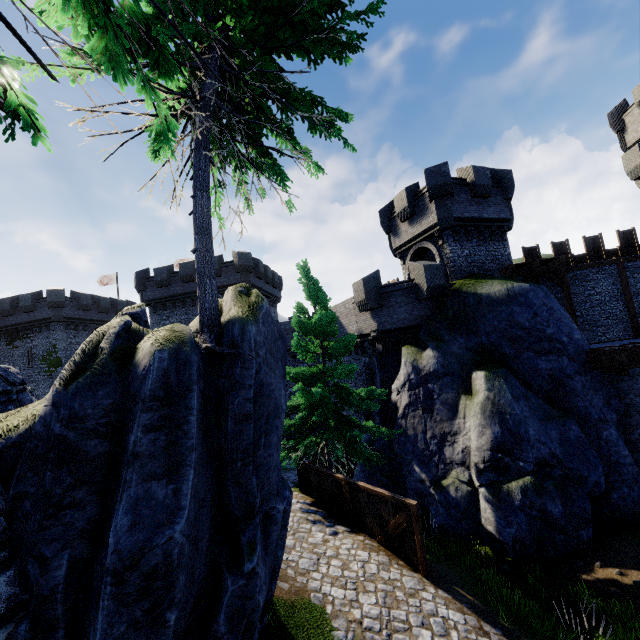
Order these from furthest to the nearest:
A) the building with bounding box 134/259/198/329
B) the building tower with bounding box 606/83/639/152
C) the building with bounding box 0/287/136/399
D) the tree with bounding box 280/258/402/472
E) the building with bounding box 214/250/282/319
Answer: the building with bounding box 0/287/136/399 < the building with bounding box 134/259/198/329 < the building with bounding box 214/250/282/319 < the building tower with bounding box 606/83/639/152 < the tree with bounding box 280/258/402/472

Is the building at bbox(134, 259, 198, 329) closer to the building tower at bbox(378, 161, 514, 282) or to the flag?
the flag

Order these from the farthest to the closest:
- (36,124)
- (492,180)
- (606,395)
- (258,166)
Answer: (492,180) → (606,395) → (258,166) → (36,124)

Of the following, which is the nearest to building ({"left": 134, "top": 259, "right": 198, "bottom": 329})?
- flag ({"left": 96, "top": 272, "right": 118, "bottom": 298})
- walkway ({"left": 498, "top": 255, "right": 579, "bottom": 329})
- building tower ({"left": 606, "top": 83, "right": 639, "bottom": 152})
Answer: flag ({"left": 96, "top": 272, "right": 118, "bottom": 298})

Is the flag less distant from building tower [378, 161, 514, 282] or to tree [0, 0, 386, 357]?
building tower [378, 161, 514, 282]

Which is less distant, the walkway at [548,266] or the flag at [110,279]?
the walkway at [548,266]

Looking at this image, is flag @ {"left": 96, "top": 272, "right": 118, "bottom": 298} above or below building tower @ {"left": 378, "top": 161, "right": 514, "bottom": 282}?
above

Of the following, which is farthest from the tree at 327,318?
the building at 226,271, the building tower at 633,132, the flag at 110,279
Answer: the flag at 110,279
